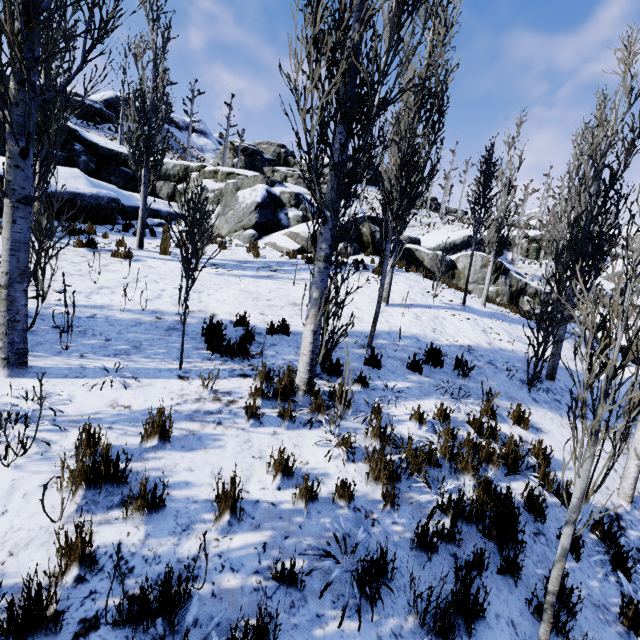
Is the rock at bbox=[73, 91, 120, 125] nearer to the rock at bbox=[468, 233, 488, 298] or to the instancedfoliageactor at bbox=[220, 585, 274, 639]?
the instancedfoliageactor at bbox=[220, 585, 274, 639]

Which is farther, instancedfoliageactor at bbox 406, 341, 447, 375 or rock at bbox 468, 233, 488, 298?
rock at bbox 468, 233, 488, 298

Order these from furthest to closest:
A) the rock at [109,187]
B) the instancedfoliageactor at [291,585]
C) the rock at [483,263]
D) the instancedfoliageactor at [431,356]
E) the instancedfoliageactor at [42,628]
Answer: the rock at [483,263]
the rock at [109,187]
the instancedfoliageactor at [431,356]
the instancedfoliageactor at [291,585]
the instancedfoliageactor at [42,628]

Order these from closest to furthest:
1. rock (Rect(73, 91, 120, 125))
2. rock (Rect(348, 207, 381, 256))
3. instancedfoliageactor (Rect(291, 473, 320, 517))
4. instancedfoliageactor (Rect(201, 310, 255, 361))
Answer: instancedfoliageactor (Rect(291, 473, 320, 517)) → instancedfoliageactor (Rect(201, 310, 255, 361)) → rock (Rect(348, 207, 381, 256)) → rock (Rect(73, 91, 120, 125))

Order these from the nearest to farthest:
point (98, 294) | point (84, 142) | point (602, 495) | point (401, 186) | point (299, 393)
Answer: point (299, 393), point (602, 495), point (401, 186), point (98, 294), point (84, 142)

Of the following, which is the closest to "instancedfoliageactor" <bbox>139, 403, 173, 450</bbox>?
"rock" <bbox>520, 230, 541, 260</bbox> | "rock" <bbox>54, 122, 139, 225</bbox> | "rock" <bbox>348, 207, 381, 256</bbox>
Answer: "rock" <bbox>54, 122, 139, 225</bbox>

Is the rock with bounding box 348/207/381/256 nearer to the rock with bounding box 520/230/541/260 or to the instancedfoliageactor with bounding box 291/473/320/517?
the instancedfoliageactor with bounding box 291/473/320/517

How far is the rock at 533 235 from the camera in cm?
3838
